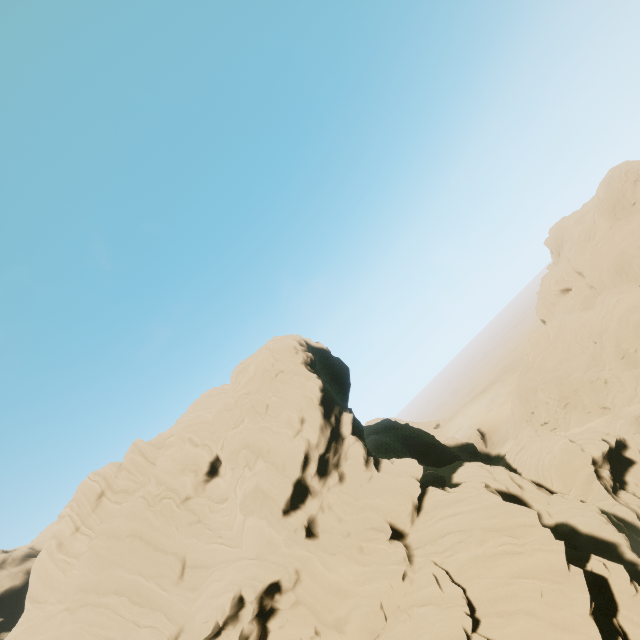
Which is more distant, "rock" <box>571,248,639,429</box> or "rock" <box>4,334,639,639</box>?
"rock" <box>571,248,639,429</box>

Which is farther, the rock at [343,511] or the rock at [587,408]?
the rock at [587,408]

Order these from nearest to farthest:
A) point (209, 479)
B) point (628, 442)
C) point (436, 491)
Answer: point (436, 491), point (209, 479), point (628, 442)
